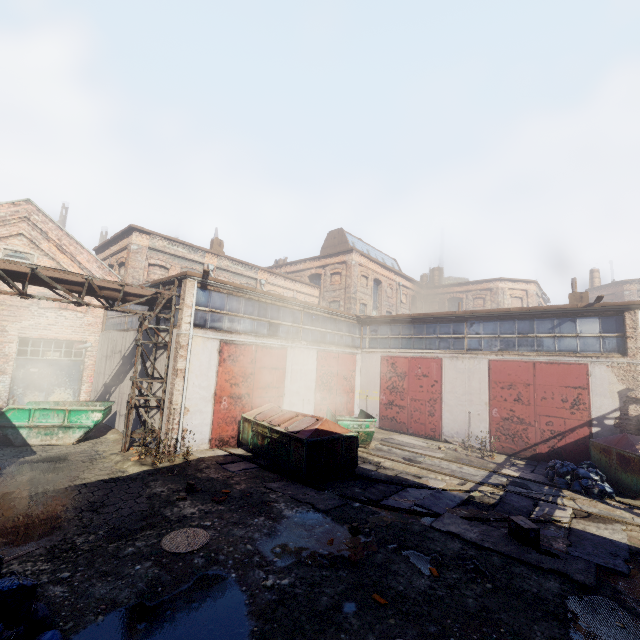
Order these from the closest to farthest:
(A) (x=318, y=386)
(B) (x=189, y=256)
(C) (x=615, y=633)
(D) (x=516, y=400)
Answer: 1. (C) (x=615, y=633)
2. (D) (x=516, y=400)
3. (A) (x=318, y=386)
4. (B) (x=189, y=256)

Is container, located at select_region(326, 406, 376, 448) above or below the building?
below

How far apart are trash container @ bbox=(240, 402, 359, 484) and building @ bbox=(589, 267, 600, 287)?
41.0 meters

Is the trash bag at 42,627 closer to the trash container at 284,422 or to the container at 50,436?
the trash container at 284,422

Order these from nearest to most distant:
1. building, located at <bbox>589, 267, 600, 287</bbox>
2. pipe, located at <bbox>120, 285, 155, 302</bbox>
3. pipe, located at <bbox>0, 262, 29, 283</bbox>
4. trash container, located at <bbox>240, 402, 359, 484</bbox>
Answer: pipe, located at <bbox>0, 262, 29, 283</bbox> < trash container, located at <bbox>240, 402, 359, 484</bbox> < pipe, located at <bbox>120, 285, 155, 302</bbox> < building, located at <bbox>589, 267, 600, 287</bbox>

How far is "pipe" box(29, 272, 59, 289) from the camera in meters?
9.7 m

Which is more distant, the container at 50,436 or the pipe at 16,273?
the container at 50,436

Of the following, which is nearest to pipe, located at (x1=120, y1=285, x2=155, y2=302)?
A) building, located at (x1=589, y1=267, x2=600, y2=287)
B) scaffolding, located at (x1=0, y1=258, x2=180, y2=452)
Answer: scaffolding, located at (x1=0, y1=258, x2=180, y2=452)
